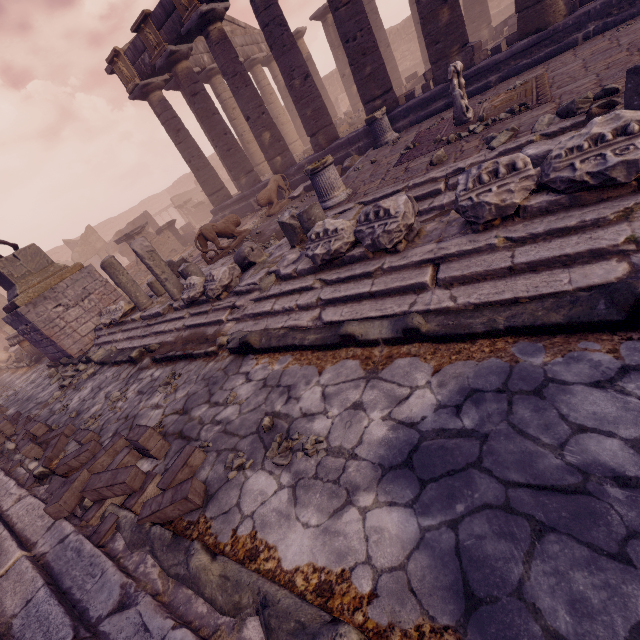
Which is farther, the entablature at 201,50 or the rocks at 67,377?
the entablature at 201,50

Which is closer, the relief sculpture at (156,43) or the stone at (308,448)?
the stone at (308,448)

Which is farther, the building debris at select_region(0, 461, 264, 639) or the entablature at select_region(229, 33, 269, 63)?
the entablature at select_region(229, 33, 269, 63)

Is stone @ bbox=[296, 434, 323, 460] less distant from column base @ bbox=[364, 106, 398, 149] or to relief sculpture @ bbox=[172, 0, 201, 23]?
column base @ bbox=[364, 106, 398, 149]

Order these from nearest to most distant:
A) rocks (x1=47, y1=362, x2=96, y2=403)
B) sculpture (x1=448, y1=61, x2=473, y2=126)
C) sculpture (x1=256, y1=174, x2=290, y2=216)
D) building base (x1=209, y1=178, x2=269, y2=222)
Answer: sculpture (x1=448, y1=61, x2=473, y2=126) → rocks (x1=47, y1=362, x2=96, y2=403) → sculpture (x1=256, y1=174, x2=290, y2=216) → building base (x1=209, y1=178, x2=269, y2=222)

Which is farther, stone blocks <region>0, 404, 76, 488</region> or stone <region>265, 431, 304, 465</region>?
stone blocks <region>0, 404, 76, 488</region>

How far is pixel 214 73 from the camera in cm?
1620

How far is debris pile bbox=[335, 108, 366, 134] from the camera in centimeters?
1580cm
